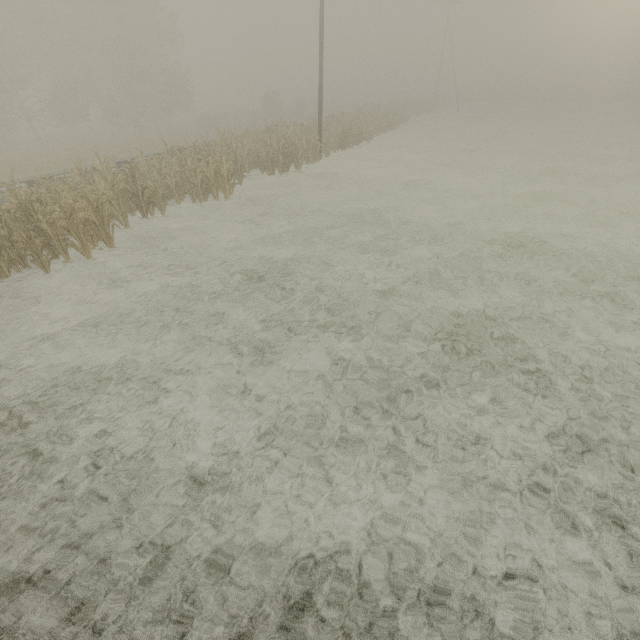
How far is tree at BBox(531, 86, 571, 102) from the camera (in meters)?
55.83

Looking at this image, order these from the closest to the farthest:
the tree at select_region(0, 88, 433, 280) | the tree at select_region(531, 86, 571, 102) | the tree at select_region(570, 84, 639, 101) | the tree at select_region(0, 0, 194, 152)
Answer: the tree at select_region(0, 88, 433, 280) < the tree at select_region(0, 0, 194, 152) < the tree at select_region(570, 84, 639, 101) < the tree at select_region(531, 86, 571, 102)

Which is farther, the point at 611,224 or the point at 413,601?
the point at 611,224

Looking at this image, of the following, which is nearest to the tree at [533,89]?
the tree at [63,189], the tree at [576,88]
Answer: the tree at [576,88]

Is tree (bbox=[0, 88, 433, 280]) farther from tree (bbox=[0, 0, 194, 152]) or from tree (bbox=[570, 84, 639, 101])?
tree (bbox=[570, 84, 639, 101])
